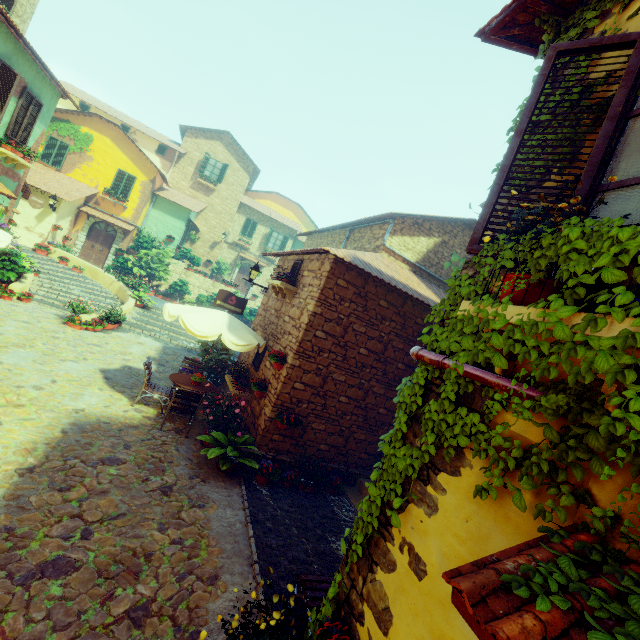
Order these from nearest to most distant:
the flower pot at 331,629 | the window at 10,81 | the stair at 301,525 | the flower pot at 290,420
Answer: the flower pot at 331,629 → the stair at 301,525 → the flower pot at 290,420 → the window at 10,81

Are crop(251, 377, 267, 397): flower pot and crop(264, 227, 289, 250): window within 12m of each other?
no

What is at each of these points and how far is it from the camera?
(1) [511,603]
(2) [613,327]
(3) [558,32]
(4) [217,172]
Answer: (1) door eaves, 1.2m
(2) window sill, 1.3m
(3) vines, 2.9m
(4) window, 25.5m

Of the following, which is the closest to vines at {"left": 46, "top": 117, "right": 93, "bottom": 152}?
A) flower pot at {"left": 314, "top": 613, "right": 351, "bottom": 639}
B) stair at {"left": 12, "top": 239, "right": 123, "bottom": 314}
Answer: stair at {"left": 12, "top": 239, "right": 123, "bottom": 314}

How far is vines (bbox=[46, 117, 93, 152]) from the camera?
19.0 meters

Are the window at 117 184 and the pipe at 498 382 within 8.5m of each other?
no

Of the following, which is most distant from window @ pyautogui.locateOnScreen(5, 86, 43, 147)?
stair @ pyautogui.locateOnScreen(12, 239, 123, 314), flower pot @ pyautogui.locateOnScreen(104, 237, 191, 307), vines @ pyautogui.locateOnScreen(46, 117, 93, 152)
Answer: flower pot @ pyautogui.locateOnScreen(104, 237, 191, 307)

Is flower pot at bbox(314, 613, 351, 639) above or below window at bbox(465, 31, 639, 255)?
below
